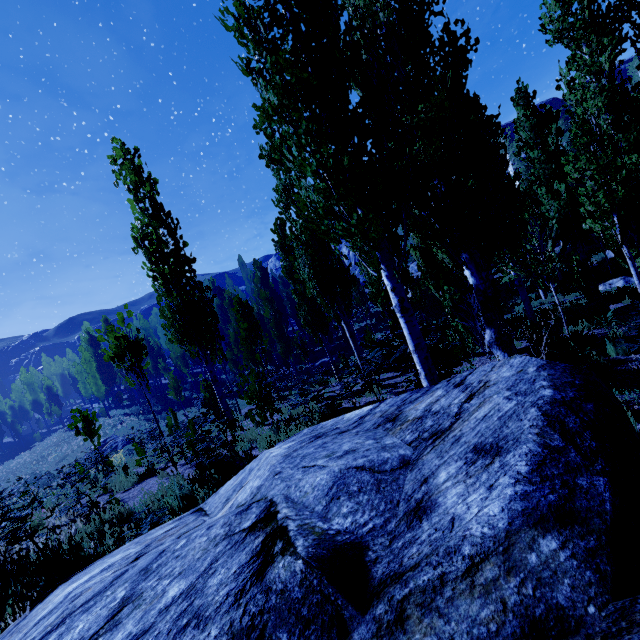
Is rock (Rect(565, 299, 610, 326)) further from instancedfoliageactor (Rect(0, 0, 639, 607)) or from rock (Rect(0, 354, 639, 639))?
rock (Rect(0, 354, 639, 639))

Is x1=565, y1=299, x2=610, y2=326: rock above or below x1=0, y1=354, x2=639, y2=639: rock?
below

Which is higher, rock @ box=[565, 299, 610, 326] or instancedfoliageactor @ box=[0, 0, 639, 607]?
instancedfoliageactor @ box=[0, 0, 639, 607]

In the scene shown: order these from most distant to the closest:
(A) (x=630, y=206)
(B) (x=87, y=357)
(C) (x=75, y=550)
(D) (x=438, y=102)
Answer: (B) (x=87, y=357)
(D) (x=438, y=102)
(A) (x=630, y=206)
(C) (x=75, y=550)

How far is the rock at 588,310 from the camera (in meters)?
11.43

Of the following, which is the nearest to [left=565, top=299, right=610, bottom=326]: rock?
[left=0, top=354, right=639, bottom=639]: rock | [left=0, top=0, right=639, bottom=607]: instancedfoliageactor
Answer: [left=0, top=0, right=639, bottom=607]: instancedfoliageactor

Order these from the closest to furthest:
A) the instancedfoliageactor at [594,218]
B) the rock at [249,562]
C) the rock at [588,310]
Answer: the rock at [249,562] → the instancedfoliageactor at [594,218] → the rock at [588,310]
